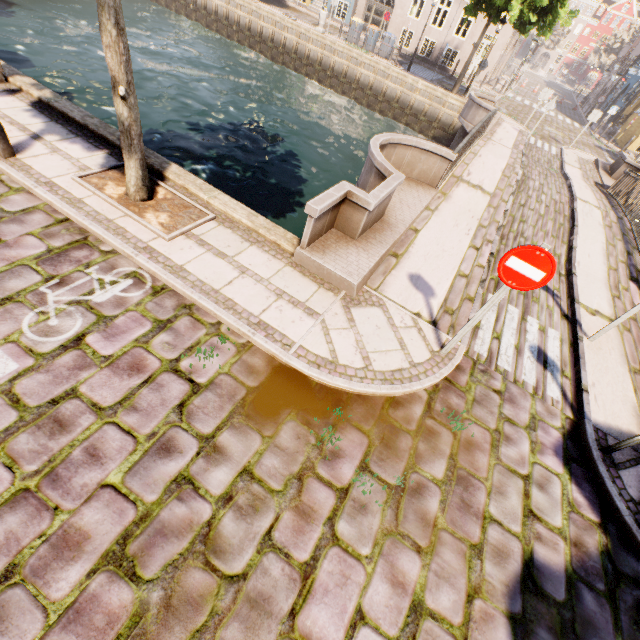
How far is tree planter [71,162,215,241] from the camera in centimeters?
485cm

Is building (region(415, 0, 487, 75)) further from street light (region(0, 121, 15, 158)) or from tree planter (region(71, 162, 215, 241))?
street light (region(0, 121, 15, 158))

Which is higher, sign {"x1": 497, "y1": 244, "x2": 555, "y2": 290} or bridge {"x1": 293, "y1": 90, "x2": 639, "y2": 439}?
sign {"x1": 497, "y1": 244, "x2": 555, "y2": 290}

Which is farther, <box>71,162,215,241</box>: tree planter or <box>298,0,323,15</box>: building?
<box>298,0,323,15</box>: building

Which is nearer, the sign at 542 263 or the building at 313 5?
the sign at 542 263

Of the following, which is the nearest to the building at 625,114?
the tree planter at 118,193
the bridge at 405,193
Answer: the bridge at 405,193

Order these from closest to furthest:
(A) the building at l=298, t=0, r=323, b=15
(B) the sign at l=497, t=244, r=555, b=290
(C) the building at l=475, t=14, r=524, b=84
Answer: (B) the sign at l=497, t=244, r=555, b=290 → (C) the building at l=475, t=14, r=524, b=84 → (A) the building at l=298, t=0, r=323, b=15

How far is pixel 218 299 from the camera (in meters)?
4.28
